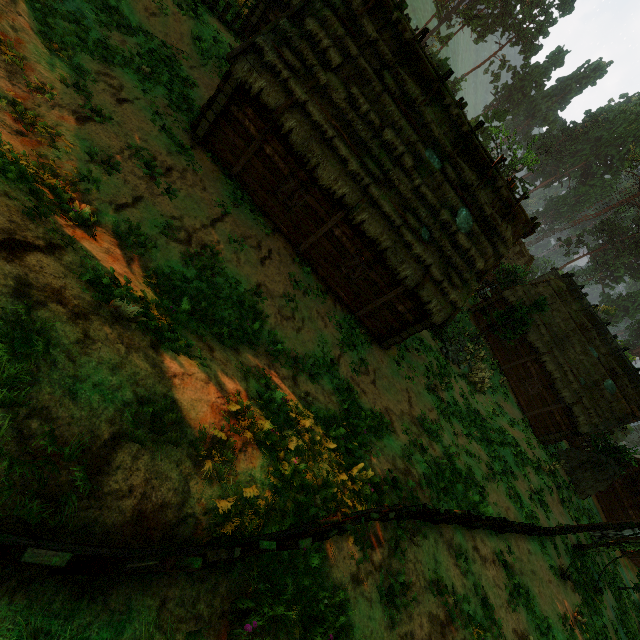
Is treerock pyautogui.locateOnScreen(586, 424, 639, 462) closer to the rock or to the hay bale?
the hay bale

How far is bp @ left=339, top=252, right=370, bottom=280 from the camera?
13.5m

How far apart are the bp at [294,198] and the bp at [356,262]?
3.5 meters

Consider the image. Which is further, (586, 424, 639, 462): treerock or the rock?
(586, 424, 639, 462): treerock

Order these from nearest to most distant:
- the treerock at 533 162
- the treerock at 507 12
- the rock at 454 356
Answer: the rock at 454 356 < the treerock at 533 162 < the treerock at 507 12

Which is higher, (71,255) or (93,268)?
(71,255)

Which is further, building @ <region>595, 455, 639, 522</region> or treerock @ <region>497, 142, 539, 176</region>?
treerock @ <region>497, 142, 539, 176</region>

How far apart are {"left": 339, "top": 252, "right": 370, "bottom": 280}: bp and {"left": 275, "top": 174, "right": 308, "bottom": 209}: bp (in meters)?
3.53
